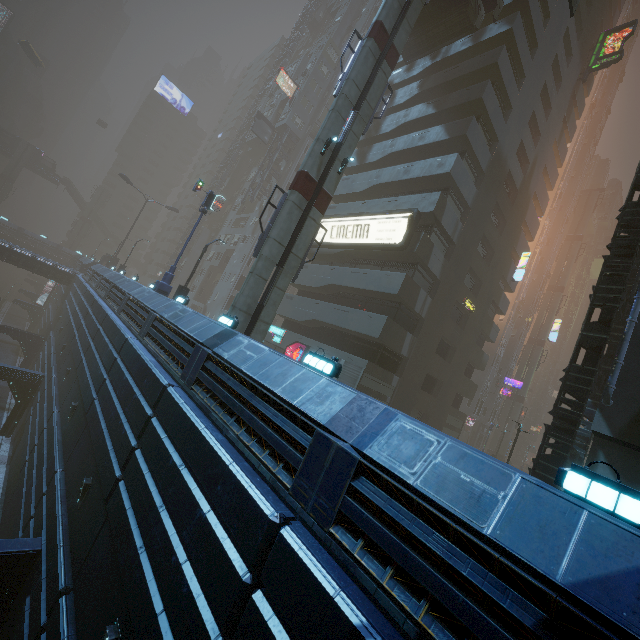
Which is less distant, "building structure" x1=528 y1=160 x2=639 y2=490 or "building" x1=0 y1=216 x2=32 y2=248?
"building structure" x1=528 y1=160 x2=639 y2=490

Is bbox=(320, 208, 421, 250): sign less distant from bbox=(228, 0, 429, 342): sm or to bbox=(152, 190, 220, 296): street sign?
bbox=(228, 0, 429, 342): sm

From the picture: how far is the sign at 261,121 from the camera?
43.8m

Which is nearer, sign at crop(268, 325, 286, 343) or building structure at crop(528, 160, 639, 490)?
building structure at crop(528, 160, 639, 490)

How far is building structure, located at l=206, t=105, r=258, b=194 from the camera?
55.12m

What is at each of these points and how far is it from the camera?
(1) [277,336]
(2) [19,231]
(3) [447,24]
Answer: (1) sign, 26.2m
(2) building, 58.8m
(3) bridge, 23.5m

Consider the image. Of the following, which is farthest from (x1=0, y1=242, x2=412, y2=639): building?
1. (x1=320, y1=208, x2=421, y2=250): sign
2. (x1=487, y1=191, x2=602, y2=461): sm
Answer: (x1=487, y1=191, x2=602, y2=461): sm

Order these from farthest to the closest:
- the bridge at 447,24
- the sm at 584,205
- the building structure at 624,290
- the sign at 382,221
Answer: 1. the sm at 584,205
2. the bridge at 447,24
3. the sign at 382,221
4. the building structure at 624,290
